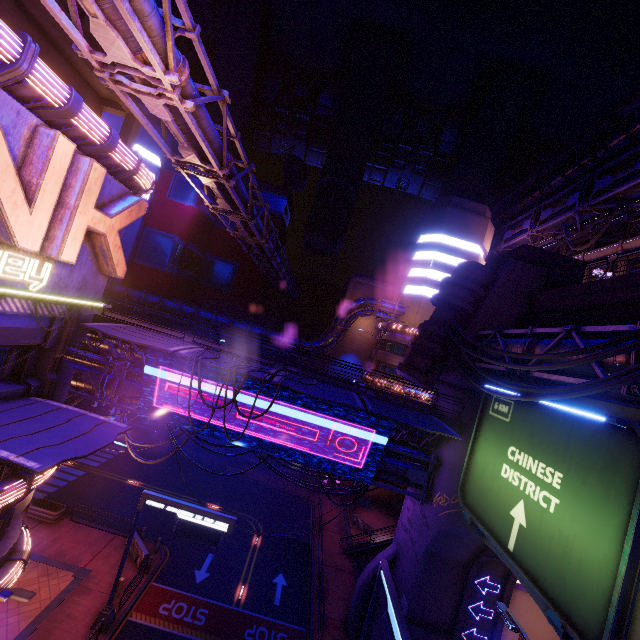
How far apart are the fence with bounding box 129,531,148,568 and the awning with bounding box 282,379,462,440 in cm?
1789

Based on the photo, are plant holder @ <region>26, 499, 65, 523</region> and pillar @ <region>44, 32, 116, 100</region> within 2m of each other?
no

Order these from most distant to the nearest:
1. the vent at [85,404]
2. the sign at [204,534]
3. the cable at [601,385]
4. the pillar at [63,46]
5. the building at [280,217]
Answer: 1. the building at [280,217]
2. the vent at [85,404]
3. the sign at [204,534]
4. the pillar at [63,46]
5. the cable at [601,385]

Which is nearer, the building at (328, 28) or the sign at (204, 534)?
the sign at (204, 534)

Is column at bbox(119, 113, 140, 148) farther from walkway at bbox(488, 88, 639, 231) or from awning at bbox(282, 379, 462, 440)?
walkway at bbox(488, 88, 639, 231)

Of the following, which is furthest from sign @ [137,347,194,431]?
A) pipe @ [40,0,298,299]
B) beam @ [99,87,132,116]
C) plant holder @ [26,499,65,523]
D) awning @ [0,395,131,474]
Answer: plant holder @ [26,499,65,523]

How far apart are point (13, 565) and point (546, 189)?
56.5m

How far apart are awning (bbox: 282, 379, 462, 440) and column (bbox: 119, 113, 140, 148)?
16.5 meters
